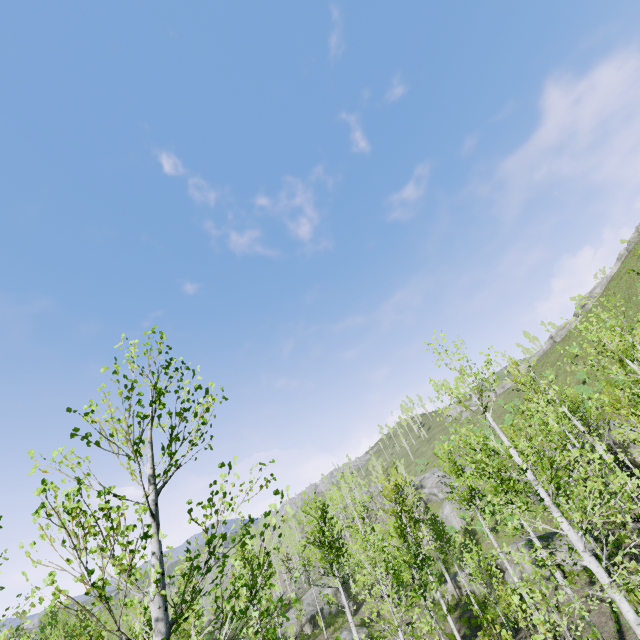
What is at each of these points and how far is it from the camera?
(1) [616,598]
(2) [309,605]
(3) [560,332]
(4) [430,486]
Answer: (1) instancedfoliageactor, 6.7 meters
(2) rock, 38.2 meters
(3) rock, 55.4 meters
(4) rock, 51.5 meters

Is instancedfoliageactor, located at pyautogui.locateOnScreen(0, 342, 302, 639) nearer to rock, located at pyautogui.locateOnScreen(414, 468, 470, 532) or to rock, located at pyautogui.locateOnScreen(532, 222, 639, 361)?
rock, located at pyautogui.locateOnScreen(414, 468, 470, 532)

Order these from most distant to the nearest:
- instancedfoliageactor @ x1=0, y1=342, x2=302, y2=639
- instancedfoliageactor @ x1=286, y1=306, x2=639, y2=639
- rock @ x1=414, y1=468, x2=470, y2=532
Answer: rock @ x1=414, y1=468, x2=470, y2=532 → instancedfoliageactor @ x1=286, y1=306, x2=639, y2=639 → instancedfoliageactor @ x1=0, y1=342, x2=302, y2=639

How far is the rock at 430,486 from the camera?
41.44m

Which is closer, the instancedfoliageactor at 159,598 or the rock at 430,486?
the instancedfoliageactor at 159,598

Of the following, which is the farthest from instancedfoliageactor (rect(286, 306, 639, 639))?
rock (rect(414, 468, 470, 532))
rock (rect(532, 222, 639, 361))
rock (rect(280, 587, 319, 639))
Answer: rock (rect(532, 222, 639, 361))

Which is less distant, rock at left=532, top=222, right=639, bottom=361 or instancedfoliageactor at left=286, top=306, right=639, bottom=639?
instancedfoliageactor at left=286, top=306, right=639, bottom=639

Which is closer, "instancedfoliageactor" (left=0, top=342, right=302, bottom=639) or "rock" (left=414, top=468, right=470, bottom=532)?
"instancedfoliageactor" (left=0, top=342, right=302, bottom=639)
